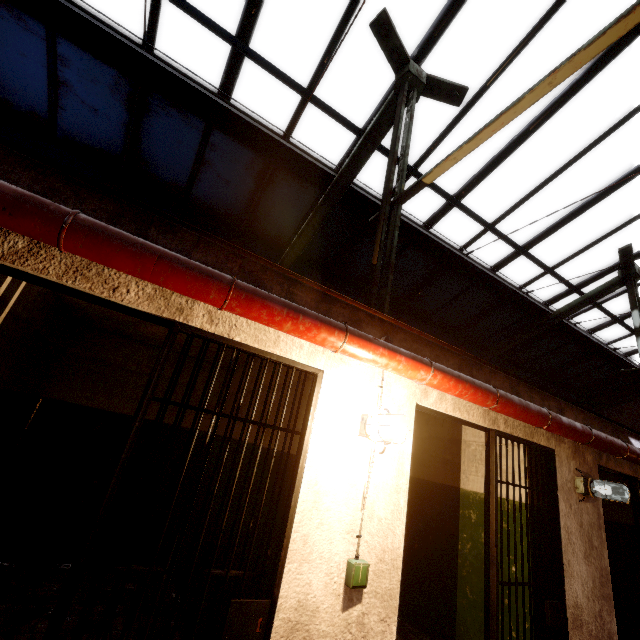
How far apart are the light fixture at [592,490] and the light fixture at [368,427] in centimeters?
277cm

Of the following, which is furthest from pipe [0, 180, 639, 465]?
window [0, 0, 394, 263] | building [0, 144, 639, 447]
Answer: window [0, 0, 394, 263]

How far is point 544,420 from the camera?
3.04m

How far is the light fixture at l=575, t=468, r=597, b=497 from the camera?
3.5 meters

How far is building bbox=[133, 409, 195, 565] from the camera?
4.38m

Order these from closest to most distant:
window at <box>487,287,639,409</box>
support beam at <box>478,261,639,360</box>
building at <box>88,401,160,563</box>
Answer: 1. building at <box>88,401,160,563</box>
2. support beam at <box>478,261,639,360</box>
3. window at <box>487,287,639,409</box>

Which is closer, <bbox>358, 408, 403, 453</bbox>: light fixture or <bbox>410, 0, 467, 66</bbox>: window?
<bbox>358, 408, 403, 453</bbox>: light fixture

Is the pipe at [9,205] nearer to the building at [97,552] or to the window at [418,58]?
the building at [97,552]
